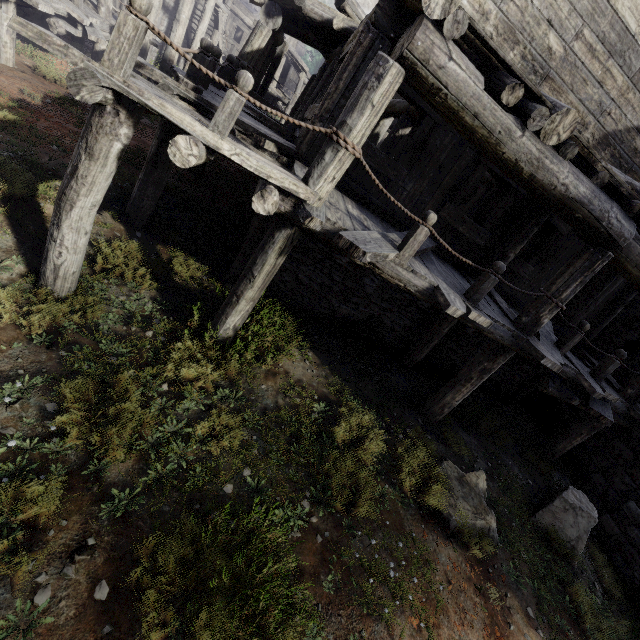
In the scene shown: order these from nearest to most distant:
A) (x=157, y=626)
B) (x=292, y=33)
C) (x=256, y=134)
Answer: (x=157, y=626)
(x=256, y=134)
(x=292, y=33)
